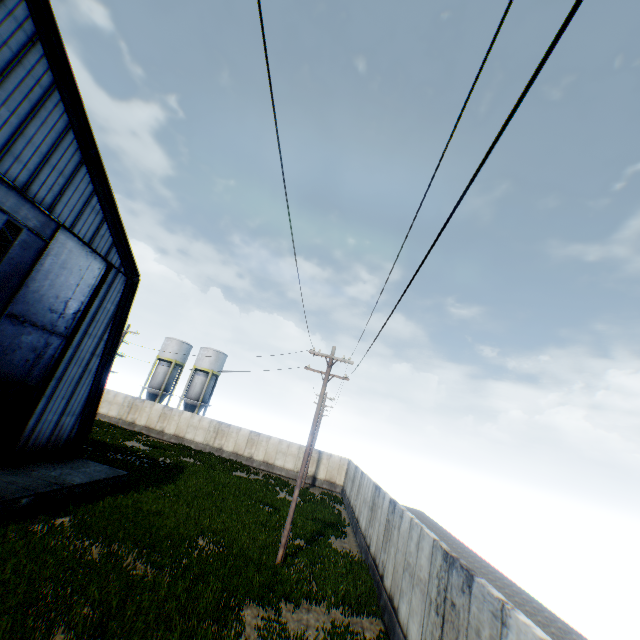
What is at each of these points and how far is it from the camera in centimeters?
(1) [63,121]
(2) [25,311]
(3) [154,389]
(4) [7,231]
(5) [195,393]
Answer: (1) building, 1339cm
(2) hanging door, 1380cm
(3) vertical tank, 4441cm
(4) building, 1992cm
(5) vertical tank, 4519cm

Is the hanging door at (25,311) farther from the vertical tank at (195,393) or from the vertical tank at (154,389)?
the vertical tank at (154,389)

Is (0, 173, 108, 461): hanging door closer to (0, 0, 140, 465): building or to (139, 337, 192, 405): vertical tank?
(0, 0, 140, 465): building

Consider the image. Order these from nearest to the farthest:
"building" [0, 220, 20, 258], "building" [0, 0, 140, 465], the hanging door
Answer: "building" [0, 0, 140, 465] < the hanging door < "building" [0, 220, 20, 258]

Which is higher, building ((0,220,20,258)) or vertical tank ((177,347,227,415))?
building ((0,220,20,258))

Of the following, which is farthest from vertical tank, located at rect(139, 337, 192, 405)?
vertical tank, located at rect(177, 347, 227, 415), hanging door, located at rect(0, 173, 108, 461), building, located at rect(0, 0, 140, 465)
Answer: hanging door, located at rect(0, 173, 108, 461)

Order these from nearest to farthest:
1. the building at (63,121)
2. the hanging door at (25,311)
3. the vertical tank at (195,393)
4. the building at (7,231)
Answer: the building at (63,121) → the hanging door at (25,311) → the building at (7,231) → the vertical tank at (195,393)
